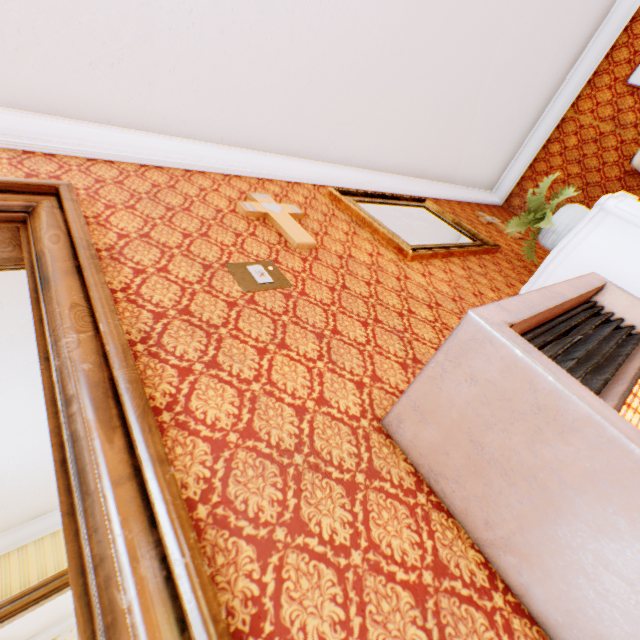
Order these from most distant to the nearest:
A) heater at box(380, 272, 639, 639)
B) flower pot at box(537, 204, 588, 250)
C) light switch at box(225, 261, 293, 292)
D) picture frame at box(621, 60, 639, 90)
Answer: picture frame at box(621, 60, 639, 90) → flower pot at box(537, 204, 588, 250) → light switch at box(225, 261, 293, 292) → heater at box(380, 272, 639, 639)

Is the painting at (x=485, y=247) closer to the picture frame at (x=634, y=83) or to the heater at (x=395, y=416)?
the heater at (x=395, y=416)

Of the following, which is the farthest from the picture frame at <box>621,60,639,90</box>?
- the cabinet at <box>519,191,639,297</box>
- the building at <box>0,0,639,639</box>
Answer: the cabinet at <box>519,191,639,297</box>

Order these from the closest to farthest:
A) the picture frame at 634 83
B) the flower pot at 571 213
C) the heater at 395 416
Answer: the heater at 395 416 → the flower pot at 571 213 → the picture frame at 634 83

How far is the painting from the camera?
2.33m

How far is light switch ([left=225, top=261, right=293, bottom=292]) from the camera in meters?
1.4

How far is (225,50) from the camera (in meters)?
2.04

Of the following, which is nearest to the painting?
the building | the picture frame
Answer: the building
